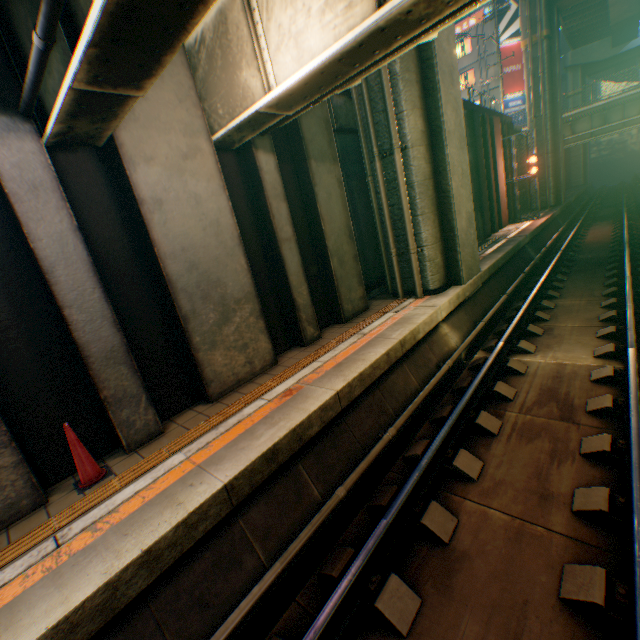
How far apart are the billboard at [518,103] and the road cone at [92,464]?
42.21m

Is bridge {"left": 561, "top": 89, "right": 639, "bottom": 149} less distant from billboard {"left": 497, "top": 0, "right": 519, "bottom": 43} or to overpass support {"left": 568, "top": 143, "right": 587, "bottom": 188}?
overpass support {"left": 568, "top": 143, "right": 587, "bottom": 188}

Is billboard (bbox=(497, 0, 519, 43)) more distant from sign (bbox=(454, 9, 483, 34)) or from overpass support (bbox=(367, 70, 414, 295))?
overpass support (bbox=(367, 70, 414, 295))

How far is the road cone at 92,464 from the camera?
3.9 meters

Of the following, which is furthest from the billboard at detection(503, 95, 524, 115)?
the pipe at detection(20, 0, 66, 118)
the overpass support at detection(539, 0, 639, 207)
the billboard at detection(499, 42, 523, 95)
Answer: the pipe at detection(20, 0, 66, 118)

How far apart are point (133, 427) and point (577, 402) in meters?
6.8

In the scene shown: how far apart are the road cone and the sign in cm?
4480

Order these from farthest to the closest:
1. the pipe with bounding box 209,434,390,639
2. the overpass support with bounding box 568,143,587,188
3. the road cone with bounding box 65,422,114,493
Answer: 1. the overpass support with bounding box 568,143,587,188
2. the road cone with bounding box 65,422,114,493
3. the pipe with bounding box 209,434,390,639
